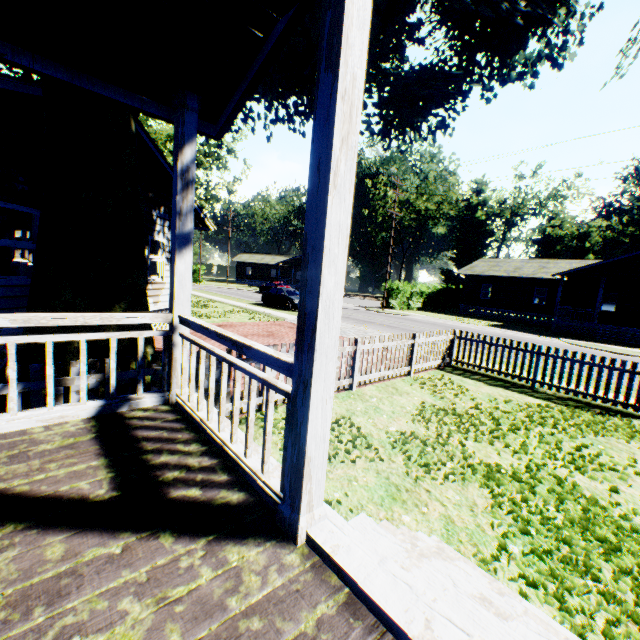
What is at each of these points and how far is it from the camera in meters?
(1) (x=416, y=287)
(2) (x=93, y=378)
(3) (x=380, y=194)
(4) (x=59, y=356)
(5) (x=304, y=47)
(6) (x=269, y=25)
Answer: (1) hedge, 34.6 m
(2) fence, 4.2 m
(3) plant, 46.3 m
(4) plant, 4.7 m
(5) plant, 5.3 m
(6) house, 2.4 m

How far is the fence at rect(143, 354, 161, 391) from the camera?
4.65m

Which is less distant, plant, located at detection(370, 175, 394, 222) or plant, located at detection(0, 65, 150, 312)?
plant, located at detection(0, 65, 150, 312)

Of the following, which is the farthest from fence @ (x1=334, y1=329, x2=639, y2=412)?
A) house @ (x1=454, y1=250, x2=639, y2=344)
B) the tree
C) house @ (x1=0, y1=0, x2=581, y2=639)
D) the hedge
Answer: the tree

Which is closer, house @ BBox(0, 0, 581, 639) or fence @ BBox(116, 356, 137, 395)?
house @ BBox(0, 0, 581, 639)

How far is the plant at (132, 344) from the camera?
5.00m

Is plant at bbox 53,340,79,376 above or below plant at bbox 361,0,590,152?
below

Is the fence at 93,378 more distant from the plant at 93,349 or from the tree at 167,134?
the tree at 167,134
